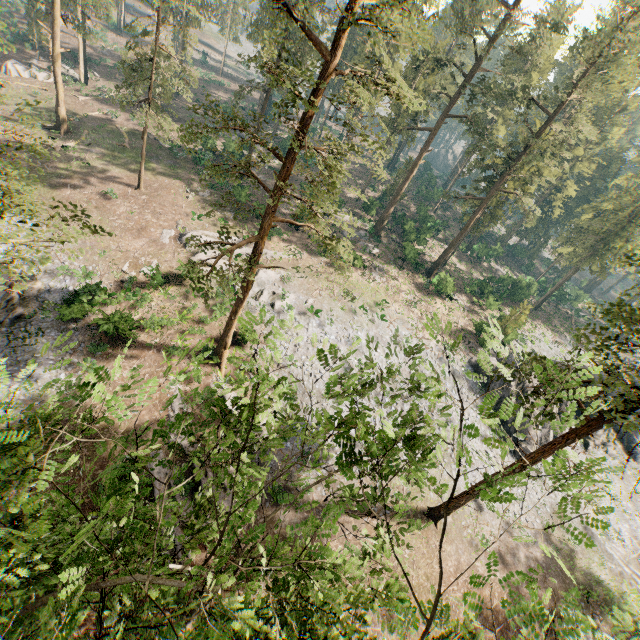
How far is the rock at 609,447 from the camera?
34.28m

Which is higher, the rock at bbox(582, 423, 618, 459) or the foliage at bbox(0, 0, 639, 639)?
the foliage at bbox(0, 0, 639, 639)

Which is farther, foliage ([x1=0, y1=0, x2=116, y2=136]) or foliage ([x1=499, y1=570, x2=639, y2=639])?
foliage ([x1=0, y1=0, x2=116, y2=136])

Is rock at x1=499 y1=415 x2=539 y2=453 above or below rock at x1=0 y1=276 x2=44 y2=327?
above

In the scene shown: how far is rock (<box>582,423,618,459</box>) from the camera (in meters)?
34.28

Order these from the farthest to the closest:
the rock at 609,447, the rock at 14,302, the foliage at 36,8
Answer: Answer:
1. the rock at 609,447
2. the foliage at 36,8
3. the rock at 14,302

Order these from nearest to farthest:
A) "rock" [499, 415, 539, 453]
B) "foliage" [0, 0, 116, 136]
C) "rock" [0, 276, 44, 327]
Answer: "rock" [0, 276, 44, 327] → "rock" [499, 415, 539, 453] → "foliage" [0, 0, 116, 136]

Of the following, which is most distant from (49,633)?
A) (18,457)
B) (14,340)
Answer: (14,340)
